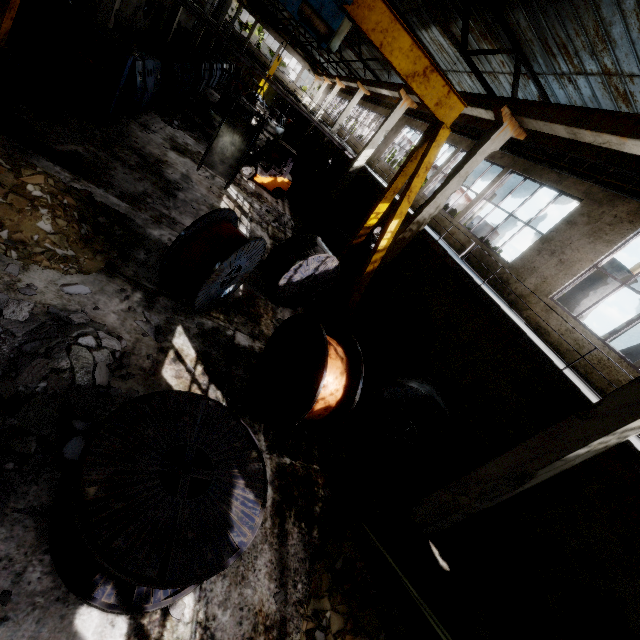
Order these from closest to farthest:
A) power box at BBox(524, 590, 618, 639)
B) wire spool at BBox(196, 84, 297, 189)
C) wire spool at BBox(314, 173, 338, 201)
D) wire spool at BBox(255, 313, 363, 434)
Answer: wire spool at BBox(255, 313, 363, 434), power box at BBox(524, 590, 618, 639), wire spool at BBox(196, 84, 297, 189), wire spool at BBox(314, 173, 338, 201)

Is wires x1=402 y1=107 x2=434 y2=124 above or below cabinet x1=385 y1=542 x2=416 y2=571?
above

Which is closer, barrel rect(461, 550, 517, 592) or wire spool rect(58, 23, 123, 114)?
barrel rect(461, 550, 517, 592)

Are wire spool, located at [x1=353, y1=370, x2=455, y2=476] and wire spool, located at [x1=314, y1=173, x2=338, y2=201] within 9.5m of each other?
no

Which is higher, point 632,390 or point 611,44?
point 611,44

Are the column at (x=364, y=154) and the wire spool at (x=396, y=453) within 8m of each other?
no

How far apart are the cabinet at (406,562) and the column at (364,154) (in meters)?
17.32

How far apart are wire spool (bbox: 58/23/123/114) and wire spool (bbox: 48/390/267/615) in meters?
10.1
